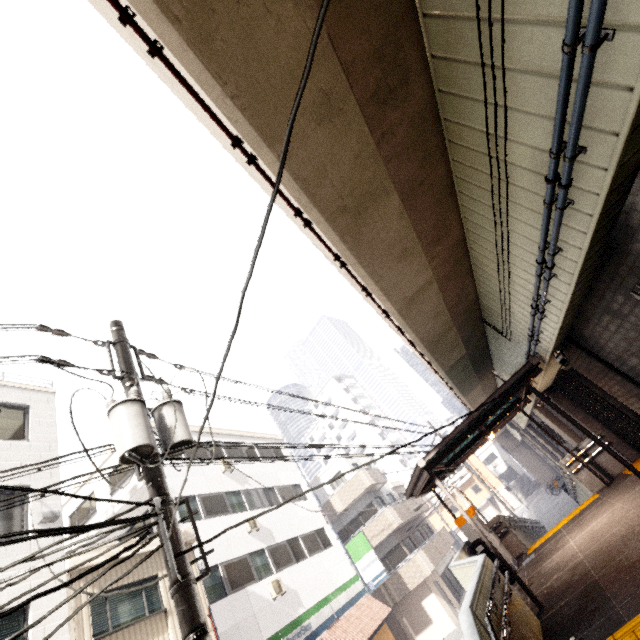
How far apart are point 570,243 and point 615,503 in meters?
8.6

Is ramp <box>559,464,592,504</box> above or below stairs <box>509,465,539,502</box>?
above

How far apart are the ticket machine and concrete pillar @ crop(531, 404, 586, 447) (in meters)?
4.68

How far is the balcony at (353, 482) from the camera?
23.53m

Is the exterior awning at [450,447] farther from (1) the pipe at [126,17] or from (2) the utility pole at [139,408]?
(2) the utility pole at [139,408]

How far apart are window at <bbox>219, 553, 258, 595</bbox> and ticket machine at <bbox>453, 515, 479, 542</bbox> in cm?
883

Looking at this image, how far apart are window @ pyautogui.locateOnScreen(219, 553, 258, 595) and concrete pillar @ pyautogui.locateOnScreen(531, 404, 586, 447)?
13.9 meters

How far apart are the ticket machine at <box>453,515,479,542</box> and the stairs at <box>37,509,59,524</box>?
12.0m
